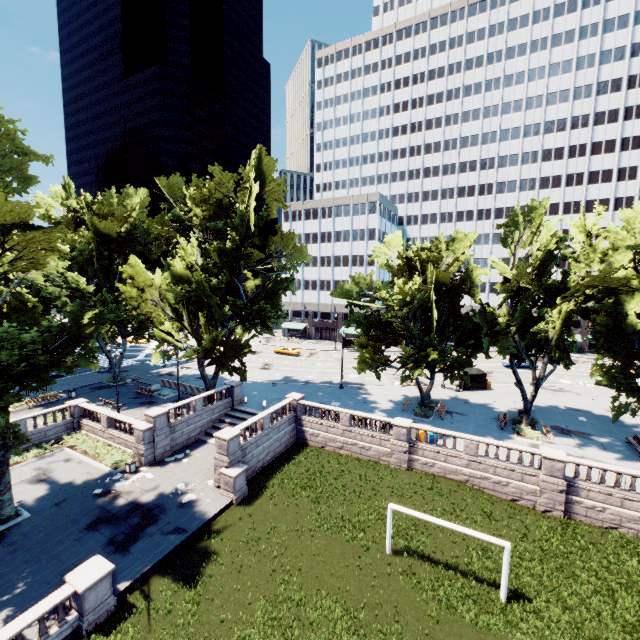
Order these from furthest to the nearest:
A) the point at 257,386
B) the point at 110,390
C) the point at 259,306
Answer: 1. the point at 257,386
2. the point at 110,390
3. the point at 259,306

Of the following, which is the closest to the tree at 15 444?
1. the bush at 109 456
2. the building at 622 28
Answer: the building at 622 28

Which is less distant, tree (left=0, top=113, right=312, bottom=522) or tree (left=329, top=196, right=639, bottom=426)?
tree (left=0, top=113, right=312, bottom=522)

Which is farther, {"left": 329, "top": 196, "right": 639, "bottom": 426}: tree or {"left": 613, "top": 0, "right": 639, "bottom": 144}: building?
{"left": 613, "top": 0, "right": 639, "bottom": 144}: building

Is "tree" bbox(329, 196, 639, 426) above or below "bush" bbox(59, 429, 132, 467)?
above

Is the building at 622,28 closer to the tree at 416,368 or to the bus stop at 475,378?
the tree at 416,368

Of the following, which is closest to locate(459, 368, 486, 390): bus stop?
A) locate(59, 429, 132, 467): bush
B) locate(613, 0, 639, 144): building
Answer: locate(613, 0, 639, 144): building

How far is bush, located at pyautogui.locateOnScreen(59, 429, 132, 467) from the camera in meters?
25.8 m
